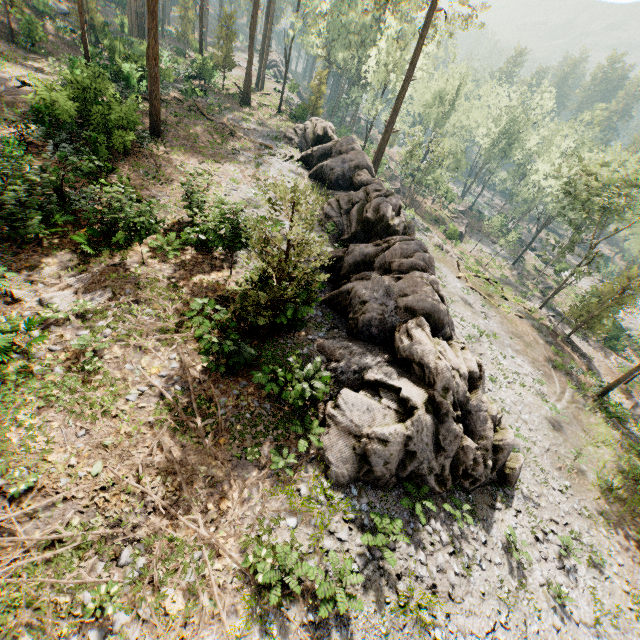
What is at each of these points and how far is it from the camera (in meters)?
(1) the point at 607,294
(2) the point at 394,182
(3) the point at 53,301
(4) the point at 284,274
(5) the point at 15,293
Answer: (1) foliage, 29.41
(2) ground embankment, 53.66
(3) foliage, 10.78
(4) foliage, 10.62
(5) foliage, 10.46

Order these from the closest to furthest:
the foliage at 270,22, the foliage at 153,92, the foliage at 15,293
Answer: the foliage at 15,293 < the foliage at 153,92 < the foliage at 270,22

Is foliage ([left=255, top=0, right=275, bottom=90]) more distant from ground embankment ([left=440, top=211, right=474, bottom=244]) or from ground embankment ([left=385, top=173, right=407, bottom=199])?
ground embankment ([left=385, top=173, right=407, bottom=199])

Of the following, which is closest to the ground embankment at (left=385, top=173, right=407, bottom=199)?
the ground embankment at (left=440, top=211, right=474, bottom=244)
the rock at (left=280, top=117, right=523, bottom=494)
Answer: the ground embankment at (left=440, top=211, right=474, bottom=244)

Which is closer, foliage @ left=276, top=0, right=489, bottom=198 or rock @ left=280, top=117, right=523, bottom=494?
rock @ left=280, top=117, right=523, bottom=494

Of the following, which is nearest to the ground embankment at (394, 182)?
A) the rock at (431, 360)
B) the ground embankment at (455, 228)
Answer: the ground embankment at (455, 228)

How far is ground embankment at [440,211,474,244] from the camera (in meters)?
42.31
